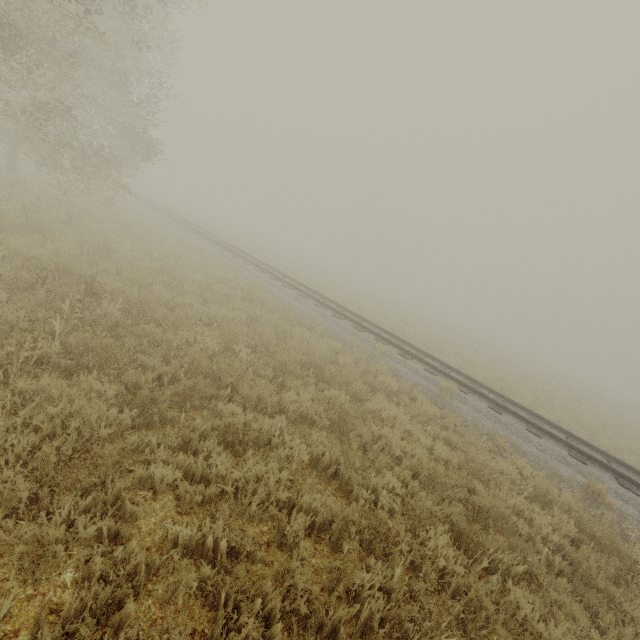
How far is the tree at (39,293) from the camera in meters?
5.3 m

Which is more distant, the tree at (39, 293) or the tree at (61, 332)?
the tree at (39, 293)

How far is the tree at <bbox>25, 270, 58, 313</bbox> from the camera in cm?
530

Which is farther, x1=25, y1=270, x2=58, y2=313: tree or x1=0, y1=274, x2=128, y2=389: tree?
x1=25, y1=270, x2=58, y2=313: tree

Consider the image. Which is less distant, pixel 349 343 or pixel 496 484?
pixel 496 484
